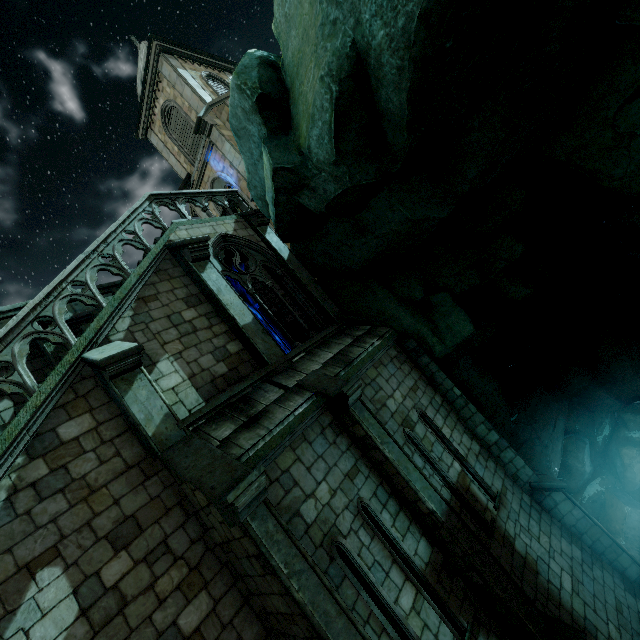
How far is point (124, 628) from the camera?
4.6 meters
